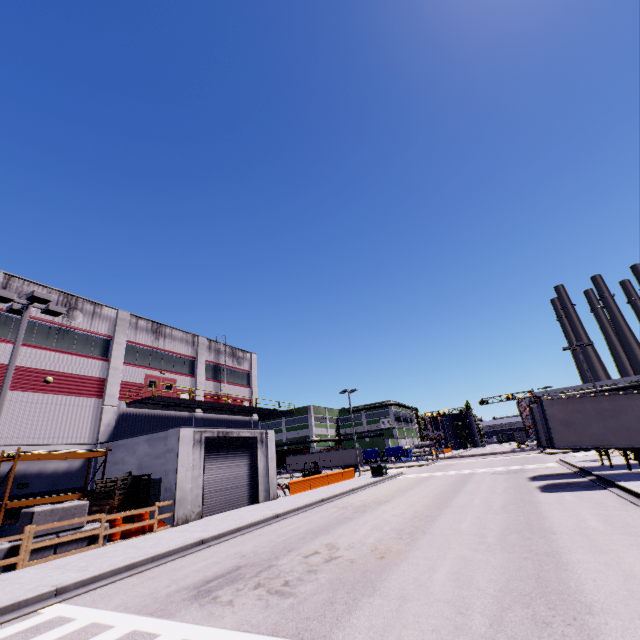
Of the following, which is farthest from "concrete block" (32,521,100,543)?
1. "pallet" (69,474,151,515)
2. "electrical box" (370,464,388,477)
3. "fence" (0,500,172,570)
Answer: "electrical box" (370,464,388,477)

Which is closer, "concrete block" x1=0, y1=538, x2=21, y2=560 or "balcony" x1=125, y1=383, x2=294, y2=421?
"concrete block" x1=0, y1=538, x2=21, y2=560

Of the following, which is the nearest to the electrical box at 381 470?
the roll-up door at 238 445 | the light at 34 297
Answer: the roll-up door at 238 445

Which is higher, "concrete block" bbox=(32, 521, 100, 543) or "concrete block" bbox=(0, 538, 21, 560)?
"concrete block" bbox=(32, 521, 100, 543)

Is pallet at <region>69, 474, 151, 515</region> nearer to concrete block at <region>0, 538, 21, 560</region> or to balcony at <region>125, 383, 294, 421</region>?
concrete block at <region>0, 538, 21, 560</region>

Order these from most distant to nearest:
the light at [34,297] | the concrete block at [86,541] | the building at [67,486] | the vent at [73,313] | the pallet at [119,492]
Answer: the vent at [73,313] → the building at [67,486] → the pallet at [119,492] → the light at [34,297] → the concrete block at [86,541]

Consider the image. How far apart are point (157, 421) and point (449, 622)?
25.8m

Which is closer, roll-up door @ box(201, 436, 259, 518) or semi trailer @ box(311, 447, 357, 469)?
roll-up door @ box(201, 436, 259, 518)
